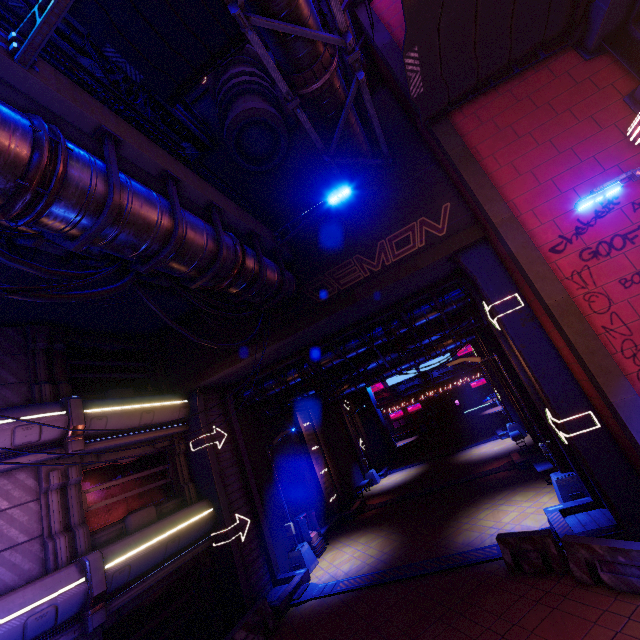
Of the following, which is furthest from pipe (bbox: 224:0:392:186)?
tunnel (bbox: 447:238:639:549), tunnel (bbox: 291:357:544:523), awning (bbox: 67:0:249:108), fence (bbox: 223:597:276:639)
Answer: fence (bbox: 223:597:276:639)

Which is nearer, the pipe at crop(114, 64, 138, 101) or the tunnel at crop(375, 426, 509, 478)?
the pipe at crop(114, 64, 138, 101)

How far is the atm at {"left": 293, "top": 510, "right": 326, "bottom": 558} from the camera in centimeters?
1585cm

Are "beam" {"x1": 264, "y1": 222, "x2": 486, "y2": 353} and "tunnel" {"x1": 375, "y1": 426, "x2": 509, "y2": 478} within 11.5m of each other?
no

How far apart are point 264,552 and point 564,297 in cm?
1536

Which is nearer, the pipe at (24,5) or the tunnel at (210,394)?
the pipe at (24,5)

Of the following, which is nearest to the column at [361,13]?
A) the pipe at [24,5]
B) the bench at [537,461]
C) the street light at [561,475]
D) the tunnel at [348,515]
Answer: the pipe at [24,5]

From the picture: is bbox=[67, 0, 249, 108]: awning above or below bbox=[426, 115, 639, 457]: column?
above
